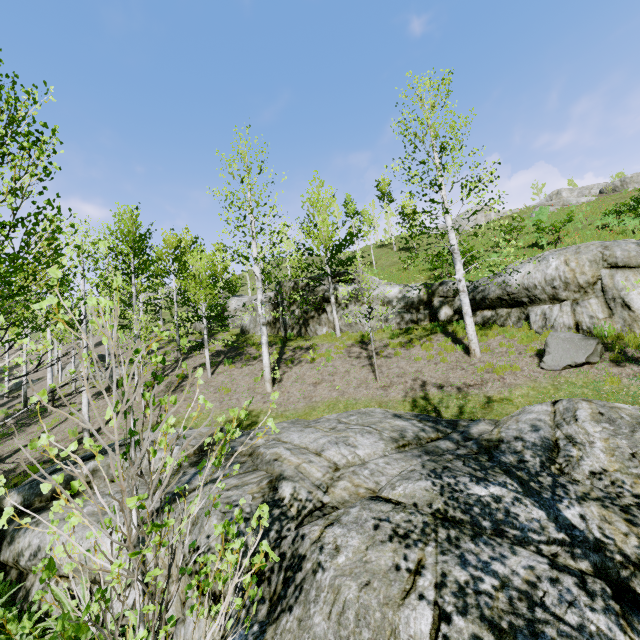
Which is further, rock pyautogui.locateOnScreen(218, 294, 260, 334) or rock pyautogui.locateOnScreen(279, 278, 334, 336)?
rock pyautogui.locateOnScreen(218, 294, 260, 334)

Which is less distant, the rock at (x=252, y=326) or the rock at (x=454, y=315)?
the rock at (x=454, y=315)

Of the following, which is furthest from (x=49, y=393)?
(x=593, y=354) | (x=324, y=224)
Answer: (x=324, y=224)

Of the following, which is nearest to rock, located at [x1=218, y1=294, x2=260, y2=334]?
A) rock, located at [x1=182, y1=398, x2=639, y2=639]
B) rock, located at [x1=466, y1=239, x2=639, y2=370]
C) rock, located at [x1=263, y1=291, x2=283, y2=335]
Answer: rock, located at [x1=263, y1=291, x2=283, y2=335]

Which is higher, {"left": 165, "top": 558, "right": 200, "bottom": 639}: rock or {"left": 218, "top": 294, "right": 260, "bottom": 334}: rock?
{"left": 218, "top": 294, "right": 260, "bottom": 334}: rock

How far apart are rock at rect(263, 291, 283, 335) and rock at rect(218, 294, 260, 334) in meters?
2.8

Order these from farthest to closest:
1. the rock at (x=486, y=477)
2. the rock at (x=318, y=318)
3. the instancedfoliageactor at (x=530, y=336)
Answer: the rock at (x=318, y=318) < the instancedfoliageactor at (x=530, y=336) < the rock at (x=486, y=477)

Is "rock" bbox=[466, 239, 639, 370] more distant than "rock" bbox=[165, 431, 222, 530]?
Yes
